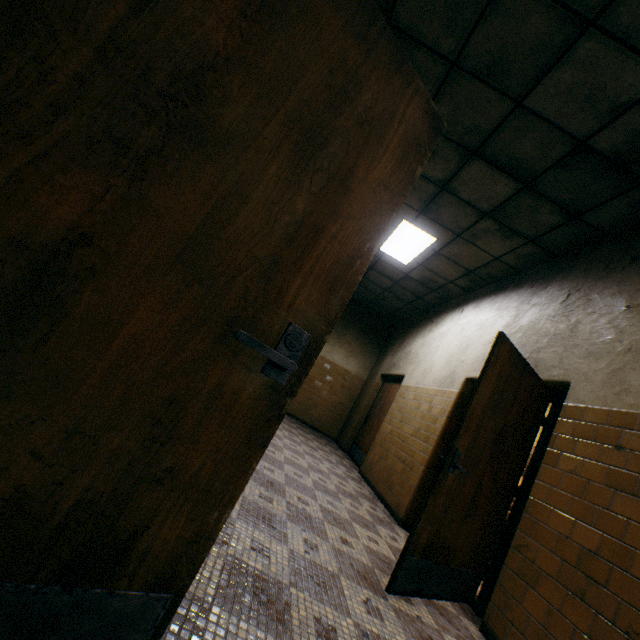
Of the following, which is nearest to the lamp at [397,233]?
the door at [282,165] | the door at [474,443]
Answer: the door at [474,443]

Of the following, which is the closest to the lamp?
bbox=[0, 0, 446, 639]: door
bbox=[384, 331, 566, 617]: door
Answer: bbox=[384, 331, 566, 617]: door

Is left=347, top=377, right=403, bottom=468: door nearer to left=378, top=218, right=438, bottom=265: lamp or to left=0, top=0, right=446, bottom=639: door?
left=378, top=218, right=438, bottom=265: lamp

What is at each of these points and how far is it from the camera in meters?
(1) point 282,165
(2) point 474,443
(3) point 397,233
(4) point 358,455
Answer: (1) door, 0.9
(2) door, 2.6
(3) lamp, 5.6
(4) door, 7.4

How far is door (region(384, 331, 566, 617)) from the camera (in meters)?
2.39

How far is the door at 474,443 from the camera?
2.4m

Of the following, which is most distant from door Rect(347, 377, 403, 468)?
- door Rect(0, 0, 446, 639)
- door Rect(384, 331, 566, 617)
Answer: door Rect(0, 0, 446, 639)

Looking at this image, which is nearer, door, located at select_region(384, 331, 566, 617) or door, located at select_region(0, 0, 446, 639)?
door, located at select_region(0, 0, 446, 639)
